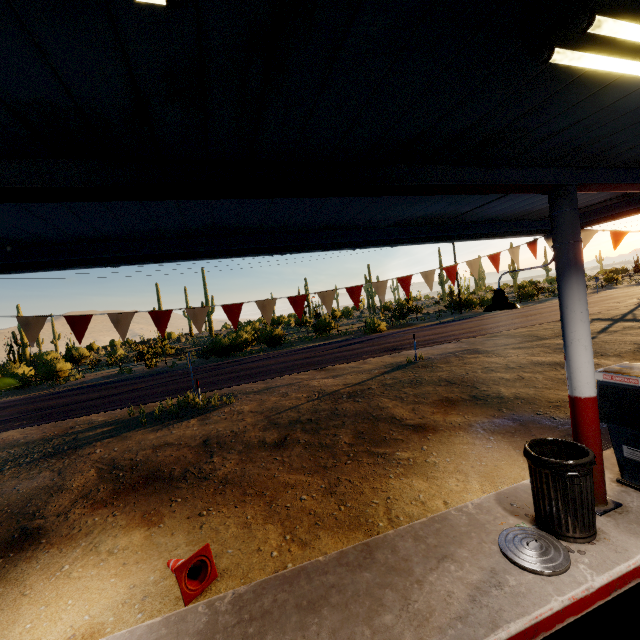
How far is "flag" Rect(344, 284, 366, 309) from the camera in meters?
5.4

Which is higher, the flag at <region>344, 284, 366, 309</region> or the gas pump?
the flag at <region>344, 284, 366, 309</region>

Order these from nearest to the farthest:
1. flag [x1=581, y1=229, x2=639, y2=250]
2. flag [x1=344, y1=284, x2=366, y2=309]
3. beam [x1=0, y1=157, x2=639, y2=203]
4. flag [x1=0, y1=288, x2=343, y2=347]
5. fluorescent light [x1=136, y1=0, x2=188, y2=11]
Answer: fluorescent light [x1=136, y1=0, x2=188, y2=11], beam [x1=0, y1=157, x2=639, y2=203], flag [x1=0, y1=288, x2=343, y2=347], flag [x1=344, y1=284, x2=366, y2=309], flag [x1=581, y1=229, x2=639, y2=250]

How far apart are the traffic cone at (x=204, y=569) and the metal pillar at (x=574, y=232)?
4.4 meters

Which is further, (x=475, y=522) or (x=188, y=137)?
(x=475, y=522)

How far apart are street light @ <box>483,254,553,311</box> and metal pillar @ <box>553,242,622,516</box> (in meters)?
0.00

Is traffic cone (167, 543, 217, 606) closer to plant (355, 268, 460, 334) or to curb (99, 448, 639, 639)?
curb (99, 448, 639, 639)
